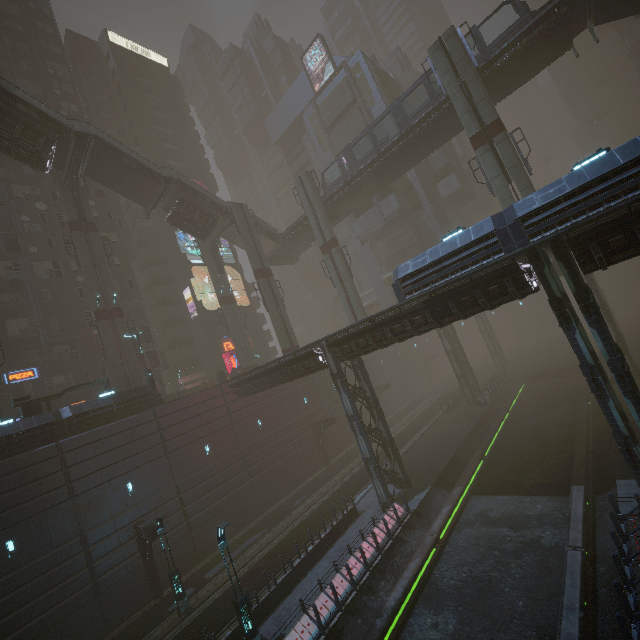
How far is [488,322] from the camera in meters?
50.1

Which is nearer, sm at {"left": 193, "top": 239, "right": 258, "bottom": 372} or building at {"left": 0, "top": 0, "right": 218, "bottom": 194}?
sm at {"left": 193, "top": 239, "right": 258, "bottom": 372}

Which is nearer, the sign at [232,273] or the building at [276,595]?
the building at [276,595]

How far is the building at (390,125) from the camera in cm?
4206

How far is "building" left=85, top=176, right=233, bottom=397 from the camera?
36.5m

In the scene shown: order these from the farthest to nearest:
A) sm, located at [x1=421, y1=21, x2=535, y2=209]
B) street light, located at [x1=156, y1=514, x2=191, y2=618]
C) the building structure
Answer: the building structure
sm, located at [x1=421, y1=21, x2=535, y2=209]
street light, located at [x1=156, y1=514, x2=191, y2=618]

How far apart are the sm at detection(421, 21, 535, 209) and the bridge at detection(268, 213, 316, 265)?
15.72m

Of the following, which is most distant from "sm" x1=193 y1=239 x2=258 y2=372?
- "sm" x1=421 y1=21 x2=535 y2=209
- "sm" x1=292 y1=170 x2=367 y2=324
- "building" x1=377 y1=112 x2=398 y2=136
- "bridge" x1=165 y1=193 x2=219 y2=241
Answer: "sm" x1=421 y1=21 x2=535 y2=209
